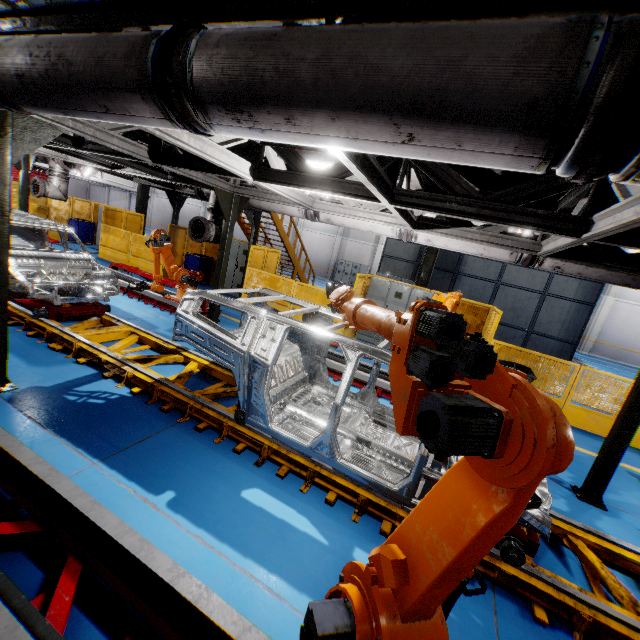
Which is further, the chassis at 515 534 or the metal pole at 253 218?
the metal pole at 253 218

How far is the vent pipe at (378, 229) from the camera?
5.9m

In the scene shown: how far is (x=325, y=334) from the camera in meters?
3.6 m

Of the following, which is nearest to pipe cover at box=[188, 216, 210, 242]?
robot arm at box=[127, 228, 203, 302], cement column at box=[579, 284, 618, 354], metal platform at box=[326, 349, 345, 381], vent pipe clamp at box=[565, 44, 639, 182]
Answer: robot arm at box=[127, 228, 203, 302]

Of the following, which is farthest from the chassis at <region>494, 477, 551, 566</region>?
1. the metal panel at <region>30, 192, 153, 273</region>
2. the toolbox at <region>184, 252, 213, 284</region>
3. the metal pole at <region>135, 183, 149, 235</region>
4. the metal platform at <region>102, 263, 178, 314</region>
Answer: the metal pole at <region>135, 183, 149, 235</region>

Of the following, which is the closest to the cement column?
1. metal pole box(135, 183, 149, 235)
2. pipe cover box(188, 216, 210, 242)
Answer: pipe cover box(188, 216, 210, 242)

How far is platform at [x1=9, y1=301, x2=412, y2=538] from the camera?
3.7m

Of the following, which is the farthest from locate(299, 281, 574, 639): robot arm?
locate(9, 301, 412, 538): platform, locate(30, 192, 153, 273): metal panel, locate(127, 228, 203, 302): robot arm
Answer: locate(127, 228, 203, 302): robot arm
